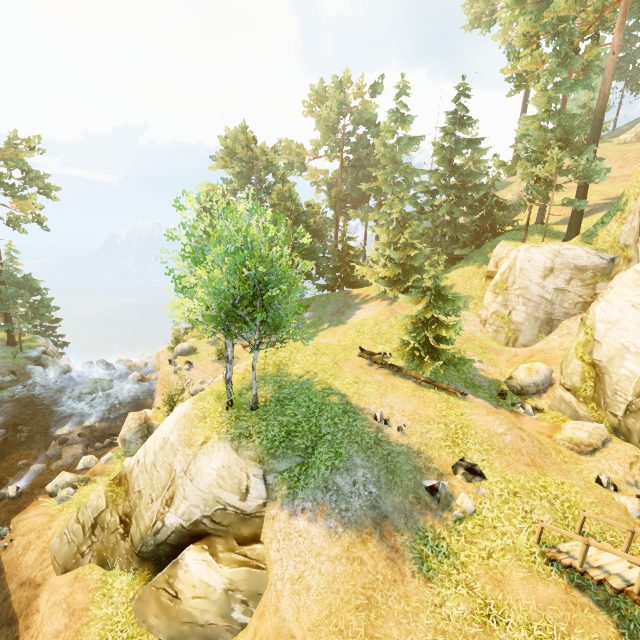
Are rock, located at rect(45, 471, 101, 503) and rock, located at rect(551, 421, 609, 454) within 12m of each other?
no

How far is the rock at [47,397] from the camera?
27.9 meters

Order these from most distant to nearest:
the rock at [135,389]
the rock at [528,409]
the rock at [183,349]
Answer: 1. the rock at [183,349]
2. the rock at [135,389]
3. the rock at [528,409]

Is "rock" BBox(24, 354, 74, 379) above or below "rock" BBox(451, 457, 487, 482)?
below

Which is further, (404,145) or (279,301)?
(404,145)

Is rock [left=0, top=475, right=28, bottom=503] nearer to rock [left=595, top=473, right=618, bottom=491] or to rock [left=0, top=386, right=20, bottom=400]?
rock [left=0, top=386, right=20, bottom=400]

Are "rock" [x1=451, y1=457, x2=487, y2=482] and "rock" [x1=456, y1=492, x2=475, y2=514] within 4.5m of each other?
yes

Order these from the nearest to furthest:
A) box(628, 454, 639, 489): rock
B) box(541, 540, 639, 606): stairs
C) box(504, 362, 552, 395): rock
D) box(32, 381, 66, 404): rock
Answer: box(541, 540, 639, 606): stairs
box(628, 454, 639, 489): rock
box(504, 362, 552, 395): rock
box(32, 381, 66, 404): rock
